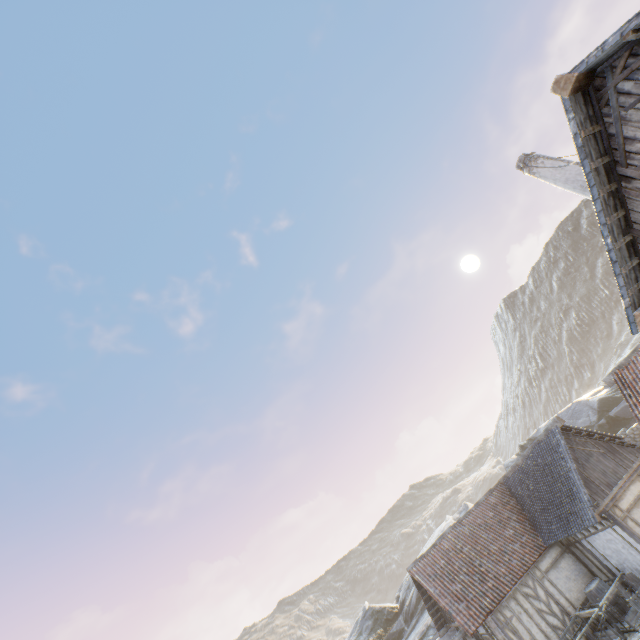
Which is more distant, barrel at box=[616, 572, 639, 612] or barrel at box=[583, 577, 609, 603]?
barrel at box=[583, 577, 609, 603]

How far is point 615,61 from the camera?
5.2 meters

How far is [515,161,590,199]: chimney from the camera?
10.5 meters

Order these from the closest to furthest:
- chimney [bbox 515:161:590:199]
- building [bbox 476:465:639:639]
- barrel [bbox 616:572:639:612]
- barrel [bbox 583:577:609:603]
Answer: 1. chimney [bbox 515:161:590:199]
2. barrel [bbox 616:572:639:612]
3. building [bbox 476:465:639:639]
4. barrel [bbox 583:577:609:603]

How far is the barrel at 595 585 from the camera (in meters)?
13.06

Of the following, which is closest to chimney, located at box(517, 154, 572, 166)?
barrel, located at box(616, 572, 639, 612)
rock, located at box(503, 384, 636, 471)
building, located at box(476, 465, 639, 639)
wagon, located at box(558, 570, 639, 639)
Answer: rock, located at box(503, 384, 636, 471)

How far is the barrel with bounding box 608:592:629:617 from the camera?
12.6m

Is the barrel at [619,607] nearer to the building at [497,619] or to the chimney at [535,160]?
the building at [497,619]
